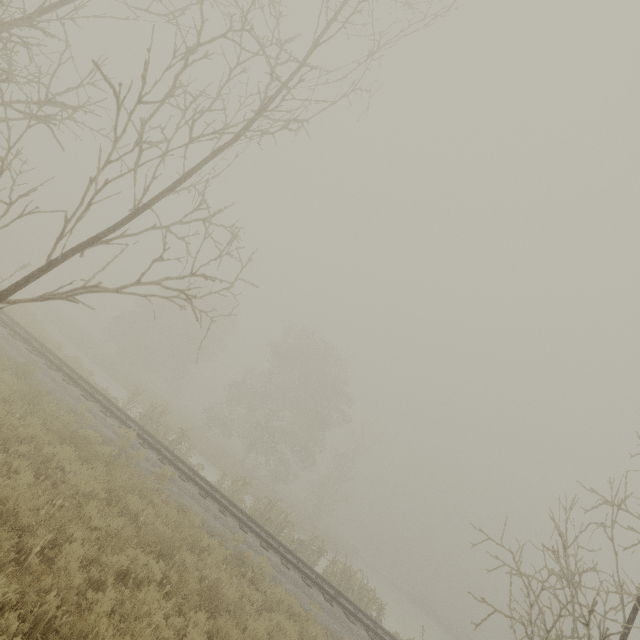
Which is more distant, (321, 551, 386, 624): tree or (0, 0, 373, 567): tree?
(321, 551, 386, 624): tree

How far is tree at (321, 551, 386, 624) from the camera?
15.3 meters

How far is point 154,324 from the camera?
50.2 meters

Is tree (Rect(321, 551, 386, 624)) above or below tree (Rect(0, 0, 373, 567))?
below

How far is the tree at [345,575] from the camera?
15.28m

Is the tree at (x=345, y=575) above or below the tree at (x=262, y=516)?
below
